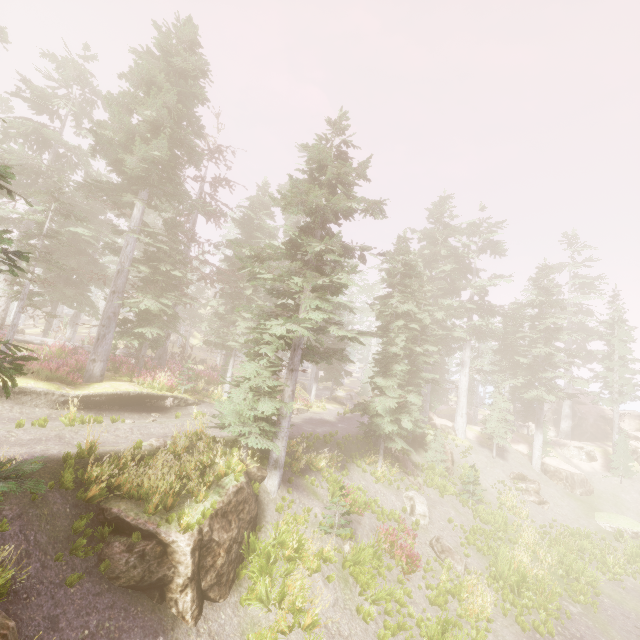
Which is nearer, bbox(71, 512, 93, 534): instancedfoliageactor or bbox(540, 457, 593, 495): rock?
bbox(71, 512, 93, 534): instancedfoliageactor

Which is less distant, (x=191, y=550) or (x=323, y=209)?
(x=191, y=550)

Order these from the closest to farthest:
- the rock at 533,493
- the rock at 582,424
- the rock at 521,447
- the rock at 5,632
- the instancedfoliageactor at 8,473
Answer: the rock at 5,632
the instancedfoliageactor at 8,473
the rock at 533,493
the rock at 521,447
the rock at 582,424

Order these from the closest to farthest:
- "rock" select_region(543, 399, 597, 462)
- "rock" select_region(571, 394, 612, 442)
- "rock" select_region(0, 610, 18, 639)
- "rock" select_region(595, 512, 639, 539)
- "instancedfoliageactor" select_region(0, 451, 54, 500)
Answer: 1. "rock" select_region(0, 610, 18, 639)
2. "instancedfoliageactor" select_region(0, 451, 54, 500)
3. "rock" select_region(595, 512, 639, 539)
4. "rock" select_region(543, 399, 597, 462)
5. "rock" select_region(571, 394, 612, 442)

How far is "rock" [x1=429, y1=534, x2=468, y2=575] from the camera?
15.5 meters

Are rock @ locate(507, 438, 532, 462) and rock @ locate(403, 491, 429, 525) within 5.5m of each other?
no

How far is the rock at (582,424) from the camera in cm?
3908

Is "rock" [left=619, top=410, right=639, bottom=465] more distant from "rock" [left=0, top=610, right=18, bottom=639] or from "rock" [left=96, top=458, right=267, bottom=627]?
"rock" [left=0, top=610, right=18, bottom=639]
